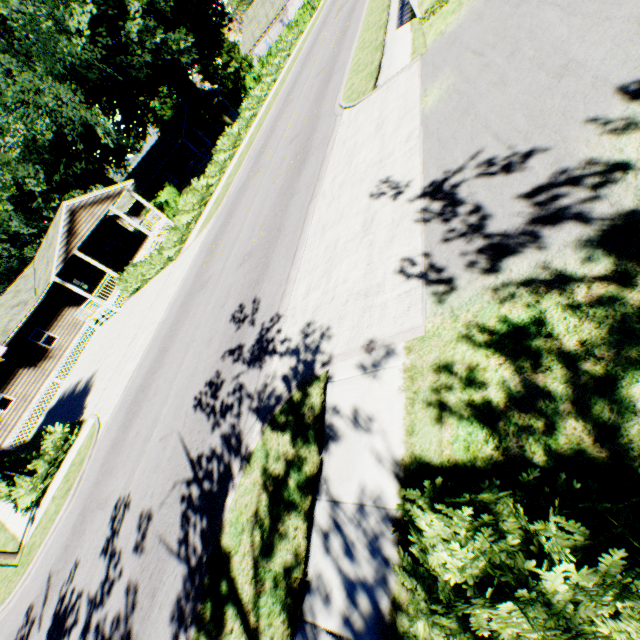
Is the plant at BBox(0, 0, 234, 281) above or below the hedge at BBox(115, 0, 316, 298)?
above

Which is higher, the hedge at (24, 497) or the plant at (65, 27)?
the plant at (65, 27)

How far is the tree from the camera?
47.31m

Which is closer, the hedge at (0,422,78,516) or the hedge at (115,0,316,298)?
the hedge at (0,422,78,516)

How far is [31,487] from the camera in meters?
12.4 m

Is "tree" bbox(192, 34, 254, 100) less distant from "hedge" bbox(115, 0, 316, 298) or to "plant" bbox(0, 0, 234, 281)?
"hedge" bbox(115, 0, 316, 298)

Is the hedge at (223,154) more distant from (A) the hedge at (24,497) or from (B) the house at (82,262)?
(B) the house at (82,262)

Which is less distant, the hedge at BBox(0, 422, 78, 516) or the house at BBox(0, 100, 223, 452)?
the hedge at BBox(0, 422, 78, 516)
